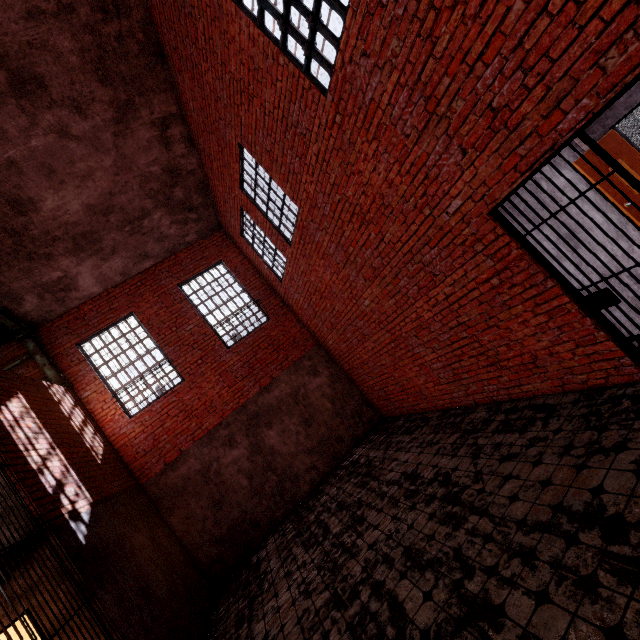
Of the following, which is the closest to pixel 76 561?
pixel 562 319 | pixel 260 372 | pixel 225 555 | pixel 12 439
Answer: pixel 12 439

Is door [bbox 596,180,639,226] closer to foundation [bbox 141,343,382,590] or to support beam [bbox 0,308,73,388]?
foundation [bbox 141,343,382,590]

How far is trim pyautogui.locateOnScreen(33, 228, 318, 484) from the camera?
Answer: 8.20m

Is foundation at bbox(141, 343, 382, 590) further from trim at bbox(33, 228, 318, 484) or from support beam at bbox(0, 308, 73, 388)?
support beam at bbox(0, 308, 73, 388)

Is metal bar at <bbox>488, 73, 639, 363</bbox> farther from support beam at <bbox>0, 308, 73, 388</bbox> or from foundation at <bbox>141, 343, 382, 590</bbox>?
support beam at <bbox>0, 308, 73, 388</bbox>

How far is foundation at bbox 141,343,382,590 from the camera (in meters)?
7.77

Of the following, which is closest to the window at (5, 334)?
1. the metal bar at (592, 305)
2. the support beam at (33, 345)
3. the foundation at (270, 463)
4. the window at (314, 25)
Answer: the support beam at (33, 345)

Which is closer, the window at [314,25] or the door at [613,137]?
the window at [314,25]
